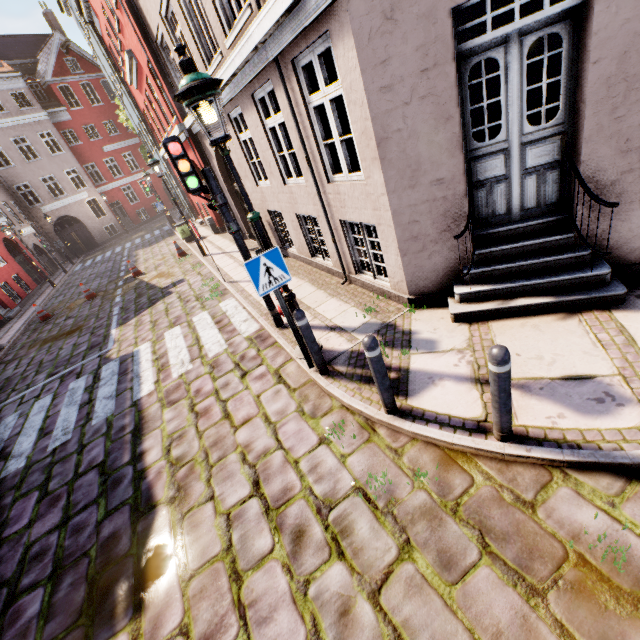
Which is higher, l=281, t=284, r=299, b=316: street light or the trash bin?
l=281, t=284, r=299, b=316: street light

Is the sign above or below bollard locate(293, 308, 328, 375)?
above

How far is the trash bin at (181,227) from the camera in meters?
16.2

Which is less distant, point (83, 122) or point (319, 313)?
point (319, 313)

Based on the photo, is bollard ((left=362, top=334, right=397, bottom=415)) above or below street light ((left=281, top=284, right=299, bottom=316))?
below

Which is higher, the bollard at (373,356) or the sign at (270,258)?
the sign at (270,258)

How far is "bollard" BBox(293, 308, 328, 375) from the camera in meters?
4.2 m

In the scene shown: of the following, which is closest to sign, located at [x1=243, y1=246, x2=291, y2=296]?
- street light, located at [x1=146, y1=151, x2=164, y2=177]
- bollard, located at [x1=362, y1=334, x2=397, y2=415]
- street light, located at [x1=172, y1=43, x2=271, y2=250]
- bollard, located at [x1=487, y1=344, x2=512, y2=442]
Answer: street light, located at [x1=172, y1=43, x2=271, y2=250]
